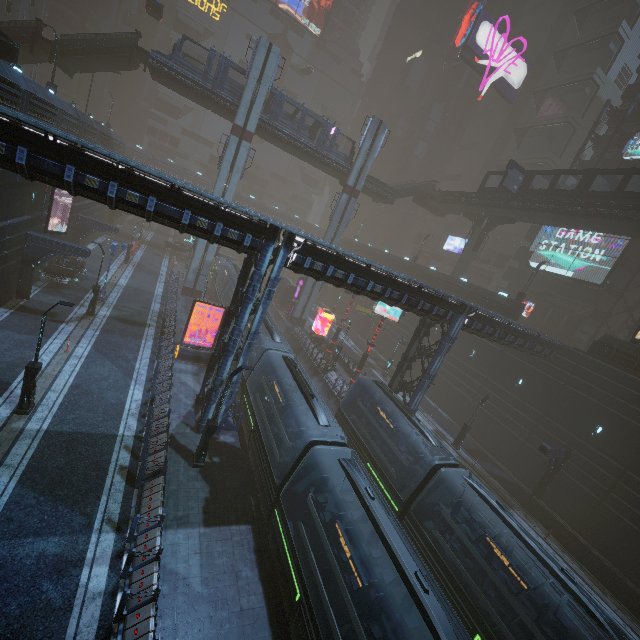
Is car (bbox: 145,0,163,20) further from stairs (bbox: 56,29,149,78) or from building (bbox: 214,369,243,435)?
building (bbox: 214,369,243,435)

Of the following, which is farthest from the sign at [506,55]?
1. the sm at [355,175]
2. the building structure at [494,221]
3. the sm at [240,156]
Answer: the sm at [240,156]

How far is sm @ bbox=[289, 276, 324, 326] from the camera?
42.38m

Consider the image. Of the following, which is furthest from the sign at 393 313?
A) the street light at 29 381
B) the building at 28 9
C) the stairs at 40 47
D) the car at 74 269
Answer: the stairs at 40 47

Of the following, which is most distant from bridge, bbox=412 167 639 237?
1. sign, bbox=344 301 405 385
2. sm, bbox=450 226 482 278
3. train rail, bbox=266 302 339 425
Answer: train rail, bbox=266 302 339 425

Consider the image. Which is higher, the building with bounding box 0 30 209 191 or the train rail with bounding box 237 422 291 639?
the building with bounding box 0 30 209 191

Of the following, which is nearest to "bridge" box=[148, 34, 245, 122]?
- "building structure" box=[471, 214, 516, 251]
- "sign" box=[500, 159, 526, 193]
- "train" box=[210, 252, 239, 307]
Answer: "building structure" box=[471, 214, 516, 251]

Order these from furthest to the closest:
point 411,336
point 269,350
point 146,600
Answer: point 411,336 → point 269,350 → point 146,600
